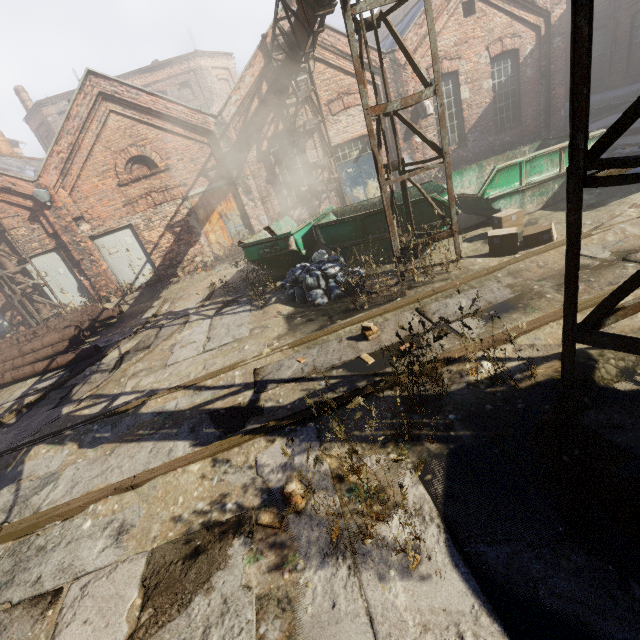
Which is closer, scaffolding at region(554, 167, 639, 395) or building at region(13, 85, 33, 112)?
scaffolding at region(554, 167, 639, 395)

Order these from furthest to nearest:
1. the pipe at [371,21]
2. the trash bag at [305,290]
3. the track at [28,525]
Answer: the trash bag at [305,290], the pipe at [371,21], the track at [28,525]

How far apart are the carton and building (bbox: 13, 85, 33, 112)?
41.5m

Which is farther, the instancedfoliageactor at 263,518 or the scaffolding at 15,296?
the scaffolding at 15,296

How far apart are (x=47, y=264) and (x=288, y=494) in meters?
15.0

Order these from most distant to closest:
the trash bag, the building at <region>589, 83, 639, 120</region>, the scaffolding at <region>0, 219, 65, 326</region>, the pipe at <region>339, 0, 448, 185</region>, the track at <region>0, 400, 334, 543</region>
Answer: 1. the building at <region>589, 83, 639, 120</region>
2. the scaffolding at <region>0, 219, 65, 326</region>
3. the trash bag
4. the pipe at <region>339, 0, 448, 185</region>
5. the track at <region>0, 400, 334, 543</region>

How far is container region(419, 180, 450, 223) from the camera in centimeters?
714cm

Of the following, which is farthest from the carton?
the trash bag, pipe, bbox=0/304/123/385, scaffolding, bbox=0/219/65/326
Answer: scaffolding, bbox=0/219/65/326
